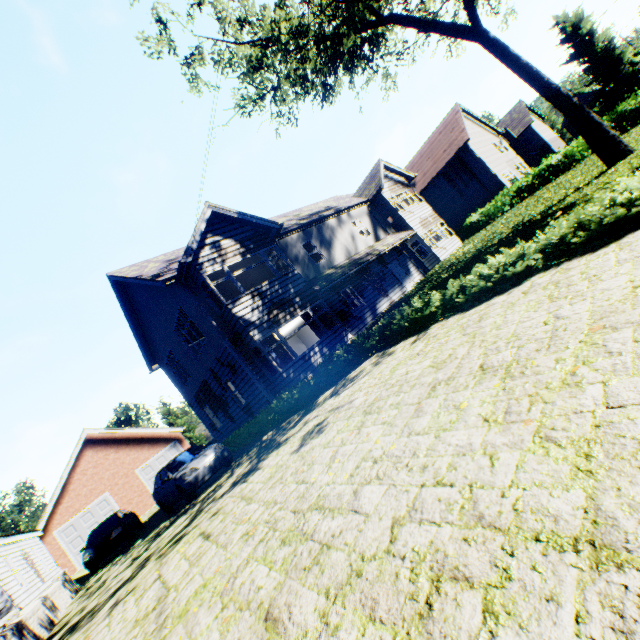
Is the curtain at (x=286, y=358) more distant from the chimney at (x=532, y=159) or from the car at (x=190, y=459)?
the chimney at (x=532, y=159)

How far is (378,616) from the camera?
2.1 meters

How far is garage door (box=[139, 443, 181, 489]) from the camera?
25.00m

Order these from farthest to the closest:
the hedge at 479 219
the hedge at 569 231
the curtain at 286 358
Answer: the hedge at 479 219
the curtain at 286 358
the hedge at 569 231

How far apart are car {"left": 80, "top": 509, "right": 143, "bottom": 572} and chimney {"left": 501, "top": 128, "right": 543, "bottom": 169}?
61.9m

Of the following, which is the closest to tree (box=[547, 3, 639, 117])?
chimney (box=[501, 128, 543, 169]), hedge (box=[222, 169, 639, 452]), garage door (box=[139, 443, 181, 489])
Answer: hedge (box=[222, 169, 639, 452])

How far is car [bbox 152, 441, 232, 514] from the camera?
10.8 meters

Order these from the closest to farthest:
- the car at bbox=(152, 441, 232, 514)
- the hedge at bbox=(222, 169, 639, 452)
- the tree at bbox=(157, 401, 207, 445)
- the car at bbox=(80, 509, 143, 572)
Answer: the hedge at bbox=(222, 169, 639, 452) → the car at bbox=(152, 441, 232, 514) → the car at bbox=(80, 509, 143, 572) → the tree at bbox=(157, 401, 207, 445)
